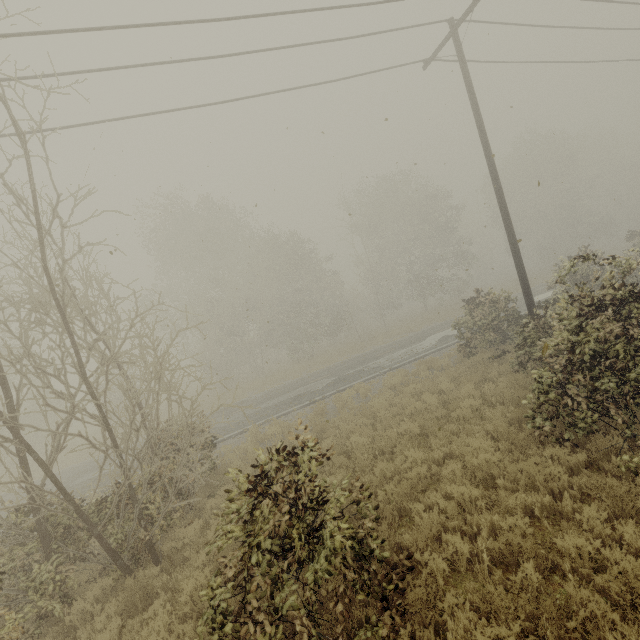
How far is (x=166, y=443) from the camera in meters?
10.0
